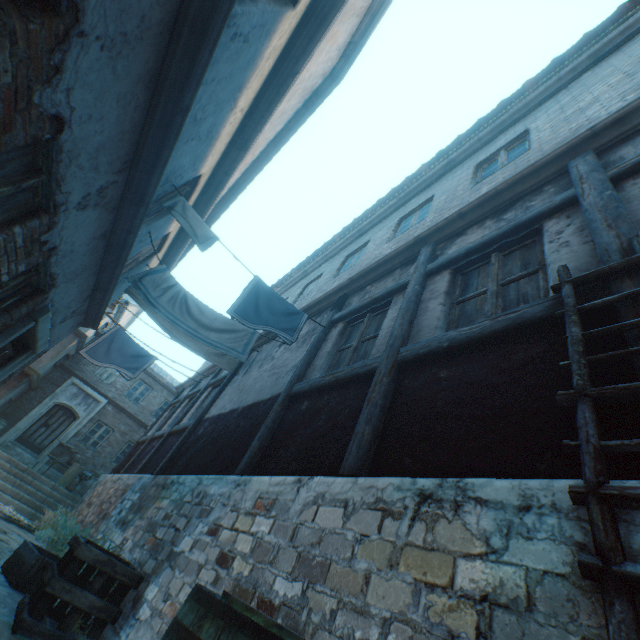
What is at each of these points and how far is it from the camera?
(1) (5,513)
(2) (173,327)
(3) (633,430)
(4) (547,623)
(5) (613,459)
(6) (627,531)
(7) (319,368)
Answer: (1) pallet, 7.6m
(2) clothesline, 7.6m
(3) building, 1.5m
(4) building, 1.2m
(5) building, 1.5m
(6) building, 1.2m
(7) building, 4.8m

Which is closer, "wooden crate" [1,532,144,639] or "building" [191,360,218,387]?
"wooden crate" [1,532,144,639]

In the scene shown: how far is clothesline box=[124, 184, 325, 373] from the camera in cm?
495

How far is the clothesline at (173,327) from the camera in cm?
495

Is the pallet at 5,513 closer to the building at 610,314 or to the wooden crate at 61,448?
the building at 610,314

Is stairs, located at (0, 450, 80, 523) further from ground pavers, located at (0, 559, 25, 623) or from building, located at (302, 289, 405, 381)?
ground pavers, located at (0, 559, 25, 623)

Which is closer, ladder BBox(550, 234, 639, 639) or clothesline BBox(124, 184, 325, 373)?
ladder BBox(550, 234, 639, 639)

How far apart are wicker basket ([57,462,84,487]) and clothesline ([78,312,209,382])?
7.20m
